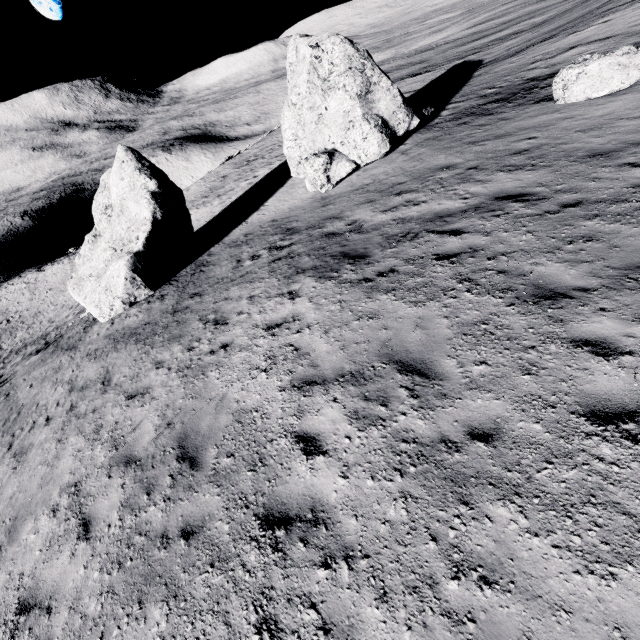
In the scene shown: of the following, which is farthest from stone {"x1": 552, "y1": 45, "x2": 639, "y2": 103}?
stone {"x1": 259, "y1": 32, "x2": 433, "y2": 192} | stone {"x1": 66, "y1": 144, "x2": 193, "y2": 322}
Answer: stone {"x1": 66, "y1": 144, "x2": 193, "y2": 322}

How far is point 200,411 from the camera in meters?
6.4 m

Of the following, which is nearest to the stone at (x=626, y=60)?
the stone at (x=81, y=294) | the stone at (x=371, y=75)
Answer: the stone at (x=371, y=75)

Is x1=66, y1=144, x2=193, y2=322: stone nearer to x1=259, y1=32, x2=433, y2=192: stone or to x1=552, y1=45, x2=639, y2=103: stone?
x1=259, y1=32, x2=433, y2=192: stone

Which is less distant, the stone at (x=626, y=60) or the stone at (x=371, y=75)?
the stone at (x=626, y=60)

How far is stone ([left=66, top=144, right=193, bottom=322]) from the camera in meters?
14.2 m
